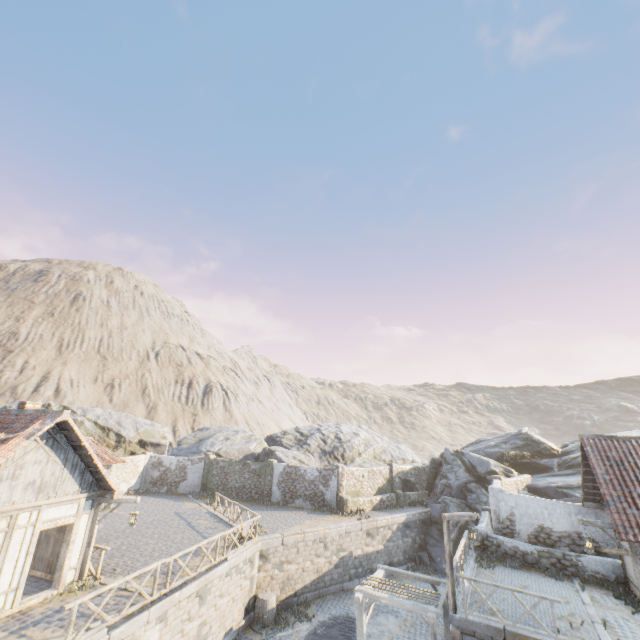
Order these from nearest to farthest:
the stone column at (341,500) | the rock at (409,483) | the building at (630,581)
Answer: the building at (630,581) < the stone column at (341,500) < the rock at (409,483)

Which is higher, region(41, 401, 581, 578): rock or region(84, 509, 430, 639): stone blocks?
region(41, 401, 581, 578): rock

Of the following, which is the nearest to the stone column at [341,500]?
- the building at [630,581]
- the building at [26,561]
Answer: the building at [630,581]

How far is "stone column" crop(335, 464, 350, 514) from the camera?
23.6 meters

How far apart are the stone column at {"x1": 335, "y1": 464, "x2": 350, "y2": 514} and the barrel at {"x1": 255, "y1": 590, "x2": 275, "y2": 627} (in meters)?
7.98

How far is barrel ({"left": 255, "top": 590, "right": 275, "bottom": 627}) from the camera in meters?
15.5 m

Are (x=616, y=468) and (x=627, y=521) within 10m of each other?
yes

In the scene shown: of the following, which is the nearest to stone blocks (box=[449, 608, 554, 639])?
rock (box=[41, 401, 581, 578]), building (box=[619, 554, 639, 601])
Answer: rock (box=[41, 401, 581, 578])
